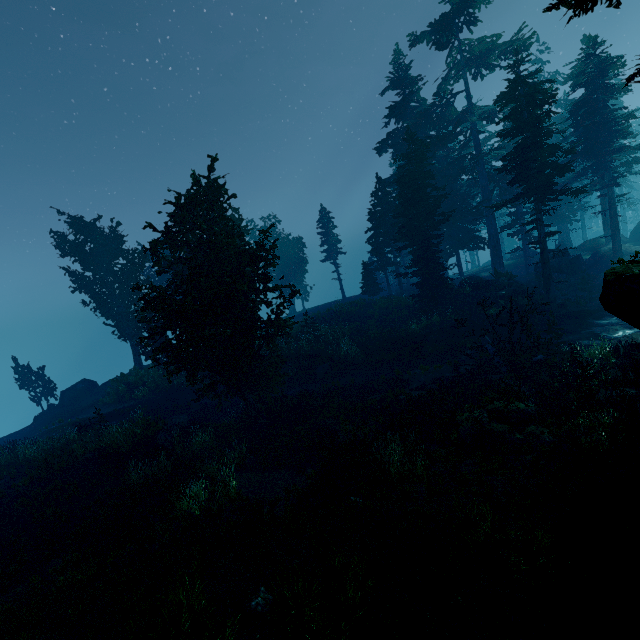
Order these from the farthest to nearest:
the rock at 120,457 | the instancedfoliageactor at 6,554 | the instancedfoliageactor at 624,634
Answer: the rock at 120,457 < the instancedfoliageactor at 6,554 < the instancedfoliageactor at 624,634

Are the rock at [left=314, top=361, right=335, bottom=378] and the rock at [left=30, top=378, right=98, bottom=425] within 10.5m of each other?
no

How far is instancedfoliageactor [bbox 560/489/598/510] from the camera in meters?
8.3 m

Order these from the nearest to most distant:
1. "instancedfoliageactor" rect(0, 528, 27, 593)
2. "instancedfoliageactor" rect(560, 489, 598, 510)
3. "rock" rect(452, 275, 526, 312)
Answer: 1. "instancedfoliageactor" rect(560, 489, 598, 510)
2. "instancedfoliageactor" rect(0, 528, 27, 593)
3. "rock" rect(452, 275, 526, 312)

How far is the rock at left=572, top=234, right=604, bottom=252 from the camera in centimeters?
3544cm

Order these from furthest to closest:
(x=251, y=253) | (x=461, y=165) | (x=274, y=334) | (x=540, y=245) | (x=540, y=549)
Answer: (x=461, y=165)
(x=540, y=245)
(x=274, y=334)
(x=251, y=253)
(x=540, y=549)

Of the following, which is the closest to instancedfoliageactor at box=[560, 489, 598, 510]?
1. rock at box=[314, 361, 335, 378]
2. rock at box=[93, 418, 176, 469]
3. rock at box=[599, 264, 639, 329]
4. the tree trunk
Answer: rock at box=[599, 264, 639, 329]

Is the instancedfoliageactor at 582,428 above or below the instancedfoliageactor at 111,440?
below
